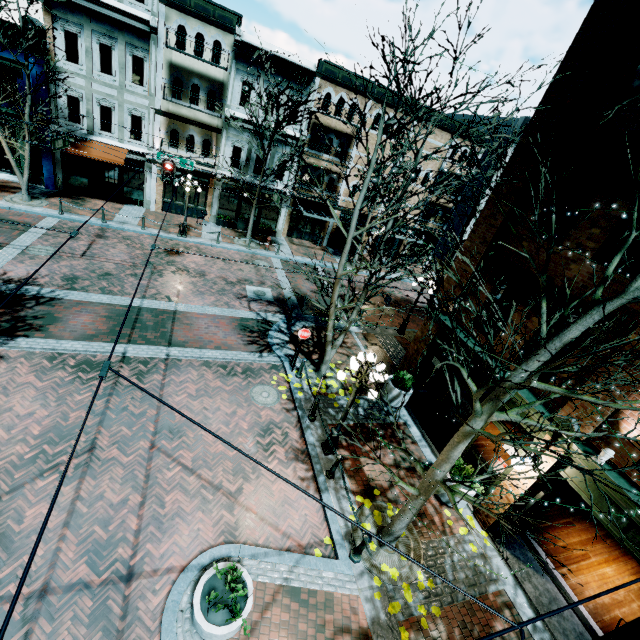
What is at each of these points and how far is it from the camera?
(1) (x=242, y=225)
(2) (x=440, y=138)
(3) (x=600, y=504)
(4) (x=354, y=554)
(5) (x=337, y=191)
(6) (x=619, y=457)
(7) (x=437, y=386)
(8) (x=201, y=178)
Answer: (1) planter, 24.2m
(2) building, 25.5m
(3) building, 6.7m
(4) chain link post, 7.2m
(5) building, 25.2m
(6) building, 6.4m
(7) building, 13.8m
(8) building, 22.5m

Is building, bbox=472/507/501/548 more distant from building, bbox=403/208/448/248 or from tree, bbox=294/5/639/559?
building, bbox=403/208/448/248

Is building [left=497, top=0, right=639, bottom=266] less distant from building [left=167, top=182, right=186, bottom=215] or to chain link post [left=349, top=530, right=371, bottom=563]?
chain link post [left=349, top=530, right=371, bottom=563]

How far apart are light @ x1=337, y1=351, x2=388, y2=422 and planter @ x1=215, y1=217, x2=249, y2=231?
18.6m

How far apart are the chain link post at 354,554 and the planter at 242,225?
21.87m

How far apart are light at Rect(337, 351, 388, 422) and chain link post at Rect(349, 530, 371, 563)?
2.5 meters

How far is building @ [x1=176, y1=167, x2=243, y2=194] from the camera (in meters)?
21.89

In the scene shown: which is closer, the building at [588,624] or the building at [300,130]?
the building at [588,624]
